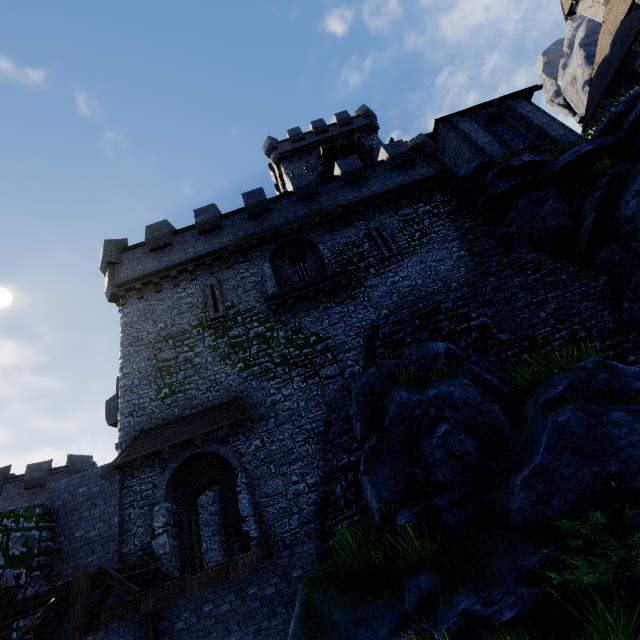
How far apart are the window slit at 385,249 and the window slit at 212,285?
8.29m

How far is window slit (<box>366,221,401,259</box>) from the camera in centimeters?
1624cm

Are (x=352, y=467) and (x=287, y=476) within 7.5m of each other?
yes

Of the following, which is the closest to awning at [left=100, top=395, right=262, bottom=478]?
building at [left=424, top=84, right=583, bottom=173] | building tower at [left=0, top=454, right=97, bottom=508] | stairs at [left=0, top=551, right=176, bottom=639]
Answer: stairs at [left=0, top=551, right=176, bottom=639]

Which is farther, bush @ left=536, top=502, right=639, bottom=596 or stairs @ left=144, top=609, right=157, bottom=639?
stairs @ left=144, top=609, right=157, bottom=639

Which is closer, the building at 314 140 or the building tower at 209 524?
the building tower at 209 524

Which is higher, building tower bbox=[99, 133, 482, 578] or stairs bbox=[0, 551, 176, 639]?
building tower bbox=[99, 133, 482, 578]

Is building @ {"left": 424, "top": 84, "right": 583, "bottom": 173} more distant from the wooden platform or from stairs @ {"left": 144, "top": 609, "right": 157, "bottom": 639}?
stairs @ {"left": 144, "top": 609, "right": 157, "bottom": 639}
